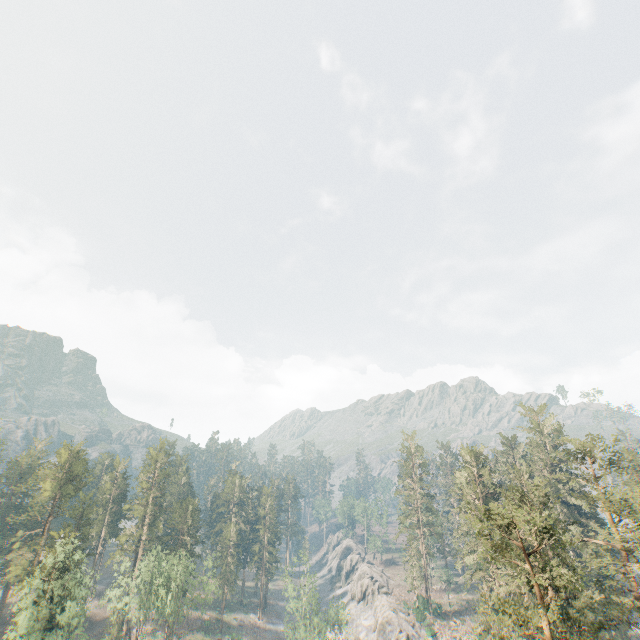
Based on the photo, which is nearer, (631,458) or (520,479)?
(520,479)

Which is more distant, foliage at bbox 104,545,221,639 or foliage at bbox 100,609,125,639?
foliage at bbox 104,545,221,639

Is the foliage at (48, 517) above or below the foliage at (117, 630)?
above

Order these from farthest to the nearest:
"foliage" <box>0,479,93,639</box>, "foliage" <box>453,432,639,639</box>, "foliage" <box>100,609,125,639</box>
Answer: "foliage" <box>100,609,125,639</box>
"foliage" <box>0,479,93,639</box>
"foliage" <box>453,432,639,639</box>

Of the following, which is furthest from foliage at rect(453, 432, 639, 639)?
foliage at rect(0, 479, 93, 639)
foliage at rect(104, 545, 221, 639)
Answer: foliage at rect(0, 479, 93, 639)

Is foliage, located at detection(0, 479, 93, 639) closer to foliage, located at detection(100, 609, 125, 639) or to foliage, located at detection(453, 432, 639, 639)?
foliage, located at detection(100, 609, 125, 639)

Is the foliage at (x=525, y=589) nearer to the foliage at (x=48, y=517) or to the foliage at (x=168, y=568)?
the foliage at (x=168, y=568)
